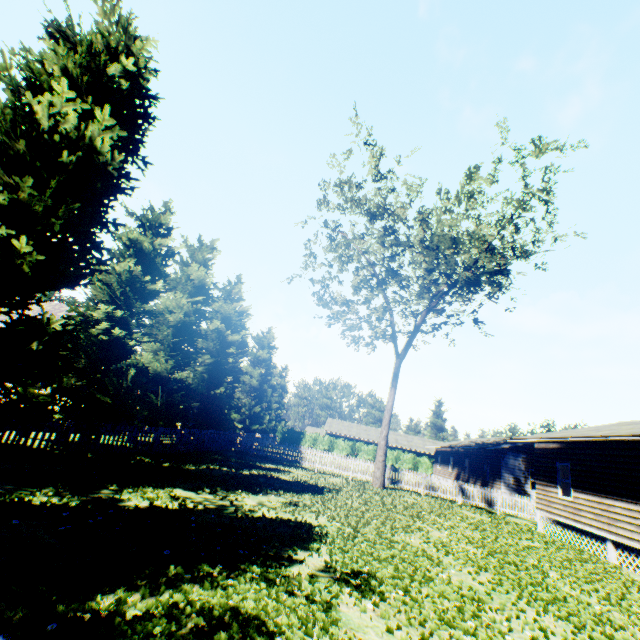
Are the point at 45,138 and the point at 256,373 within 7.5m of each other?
no

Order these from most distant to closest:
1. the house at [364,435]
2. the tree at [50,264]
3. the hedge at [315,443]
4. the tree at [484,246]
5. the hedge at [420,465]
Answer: the house at [364,435]
the hedge at [315,443]
the hedge at [420,465]
the tree at [484,246]
the tree at [50,264]

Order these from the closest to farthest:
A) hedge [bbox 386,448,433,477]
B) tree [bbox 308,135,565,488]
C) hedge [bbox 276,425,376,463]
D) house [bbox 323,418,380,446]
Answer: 1. tree [bbox 308,135,565,488]
2. hedge [bbox 386,448,433,477]
3. hedge [bbox 276,425,376,463]
4. house [bbox 323,418,380,446]

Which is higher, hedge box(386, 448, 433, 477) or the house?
the house

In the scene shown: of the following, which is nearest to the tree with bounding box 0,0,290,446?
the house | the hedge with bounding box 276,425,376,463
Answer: the hedge with bounding box 276,425,376,463

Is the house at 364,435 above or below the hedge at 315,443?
above

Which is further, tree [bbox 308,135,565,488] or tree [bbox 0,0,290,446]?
tree [bbox 308,135,565,488]
